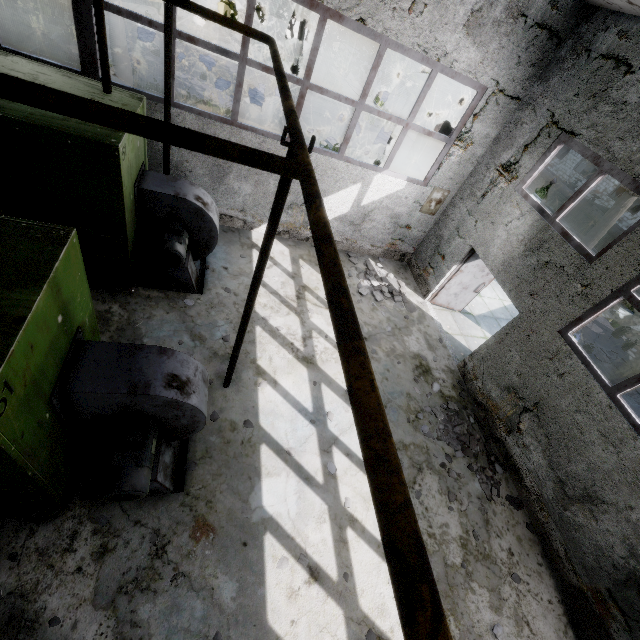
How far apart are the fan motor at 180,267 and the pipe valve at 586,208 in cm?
2766

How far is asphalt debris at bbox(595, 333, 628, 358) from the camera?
12.4m

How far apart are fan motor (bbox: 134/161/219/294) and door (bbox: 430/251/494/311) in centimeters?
656cm

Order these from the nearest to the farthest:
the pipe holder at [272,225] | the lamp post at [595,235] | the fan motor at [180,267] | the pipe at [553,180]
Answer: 1. the pipe holder at [272,225]
2. the fan motor at [180,267]
3. the lamp post at [595,235]
4. the pipe at [553,180]

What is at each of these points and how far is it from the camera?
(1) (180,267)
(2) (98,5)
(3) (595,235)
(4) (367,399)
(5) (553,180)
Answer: (1) fan motor, 6.47m
(2) pipe, 4.49m
(3) lamp post, 10.77m
(4) pipe, 1.24m
(5) pipe, 26.02m

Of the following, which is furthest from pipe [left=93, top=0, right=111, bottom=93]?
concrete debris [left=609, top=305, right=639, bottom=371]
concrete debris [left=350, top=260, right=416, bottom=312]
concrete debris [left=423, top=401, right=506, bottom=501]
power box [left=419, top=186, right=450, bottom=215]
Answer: concrete debris [left=423, top=401, right=506, bottom=501]

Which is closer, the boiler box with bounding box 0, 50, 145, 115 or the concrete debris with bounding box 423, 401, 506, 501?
the boiler box with bounding box 0, 50, 145, 115

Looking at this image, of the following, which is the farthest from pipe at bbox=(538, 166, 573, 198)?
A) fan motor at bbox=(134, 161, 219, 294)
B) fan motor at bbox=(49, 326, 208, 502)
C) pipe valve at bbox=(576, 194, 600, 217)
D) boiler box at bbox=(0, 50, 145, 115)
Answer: fan motor at bbox=(49, 326, 208, 502)
